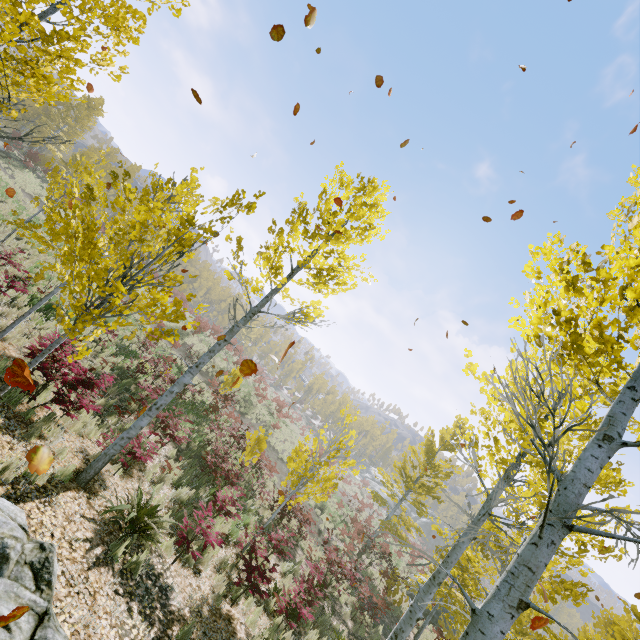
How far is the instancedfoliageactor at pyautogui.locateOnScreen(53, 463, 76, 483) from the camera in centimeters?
559cm

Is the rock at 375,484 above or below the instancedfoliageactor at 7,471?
above

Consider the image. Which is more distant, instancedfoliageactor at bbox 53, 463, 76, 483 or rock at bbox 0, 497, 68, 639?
instancedfoliageactor at bbox 53, 463, 76, 483

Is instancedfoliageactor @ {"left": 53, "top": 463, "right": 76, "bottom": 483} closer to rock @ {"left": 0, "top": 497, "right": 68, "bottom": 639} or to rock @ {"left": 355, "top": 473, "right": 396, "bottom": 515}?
rock @ {"left": 0, "top": 497, "right": 68, "bottom": 639}

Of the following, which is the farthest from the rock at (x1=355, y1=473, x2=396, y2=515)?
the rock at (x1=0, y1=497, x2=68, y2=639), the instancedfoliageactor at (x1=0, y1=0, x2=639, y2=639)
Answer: the rock at (x1=0, y1=497, x2=68, y2=639)

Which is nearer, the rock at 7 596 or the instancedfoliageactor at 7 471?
the rock at 7 596

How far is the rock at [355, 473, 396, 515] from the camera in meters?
52.0 m

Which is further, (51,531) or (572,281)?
(51,531)
